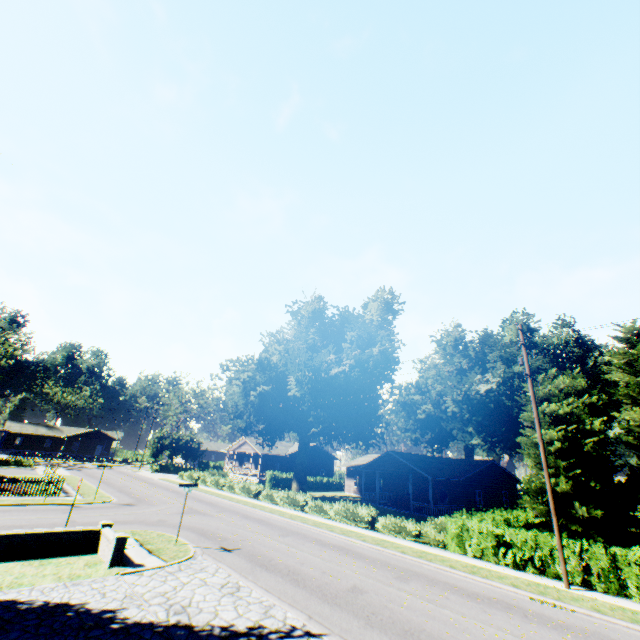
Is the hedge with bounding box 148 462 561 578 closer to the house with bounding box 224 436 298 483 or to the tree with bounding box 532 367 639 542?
the tree with bounding box 532 367 639 542

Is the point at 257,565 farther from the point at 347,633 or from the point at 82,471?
the point at 82,471

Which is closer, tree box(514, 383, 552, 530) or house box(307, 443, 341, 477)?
tree box(514, 383, 552, 530)

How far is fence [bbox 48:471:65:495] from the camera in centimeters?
2395cm

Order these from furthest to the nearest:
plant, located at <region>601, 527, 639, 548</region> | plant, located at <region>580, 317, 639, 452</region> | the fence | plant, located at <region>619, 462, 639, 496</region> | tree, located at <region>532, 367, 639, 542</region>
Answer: plant, located at <region>580, 317, 639, 452</region>
plant, located at <region>619, 462, 639, 496</region>
plant, located at <region>601, 527, 639, 548</region>
the fence
tree, located at <region>532, 367, 639, 542</region>

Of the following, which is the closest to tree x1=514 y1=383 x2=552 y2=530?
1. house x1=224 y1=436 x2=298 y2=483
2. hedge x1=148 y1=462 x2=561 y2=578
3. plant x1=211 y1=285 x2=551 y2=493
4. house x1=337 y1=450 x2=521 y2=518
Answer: hedge x1=148 y1=462 x2=561 y2=578

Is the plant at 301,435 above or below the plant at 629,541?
above

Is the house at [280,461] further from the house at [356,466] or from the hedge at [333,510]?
the hedge at [333,510]
